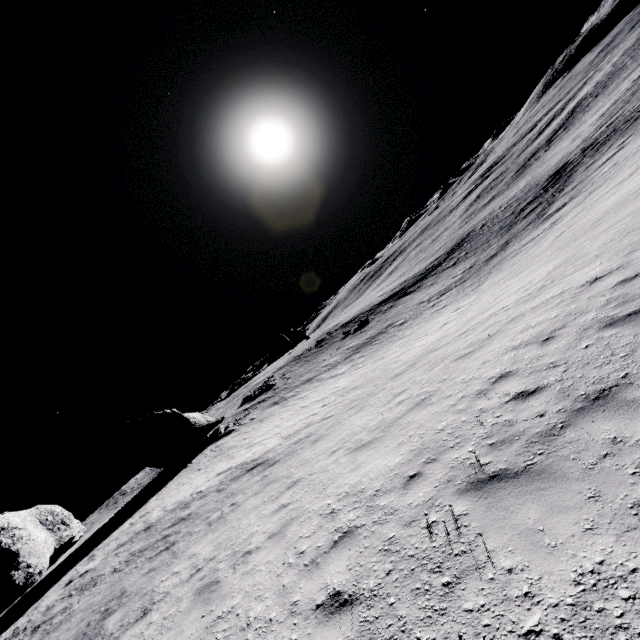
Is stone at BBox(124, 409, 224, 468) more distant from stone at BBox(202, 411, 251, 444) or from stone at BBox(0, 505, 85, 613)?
stone at BBox(0, 505, 85, 613)

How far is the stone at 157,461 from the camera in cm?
2820

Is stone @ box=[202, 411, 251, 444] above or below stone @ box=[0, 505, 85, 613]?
below

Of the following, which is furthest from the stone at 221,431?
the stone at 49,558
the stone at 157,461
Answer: the stone at 49,558

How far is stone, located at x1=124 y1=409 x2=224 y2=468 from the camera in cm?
2820

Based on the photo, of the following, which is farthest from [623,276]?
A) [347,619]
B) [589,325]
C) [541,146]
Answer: [541,146]
